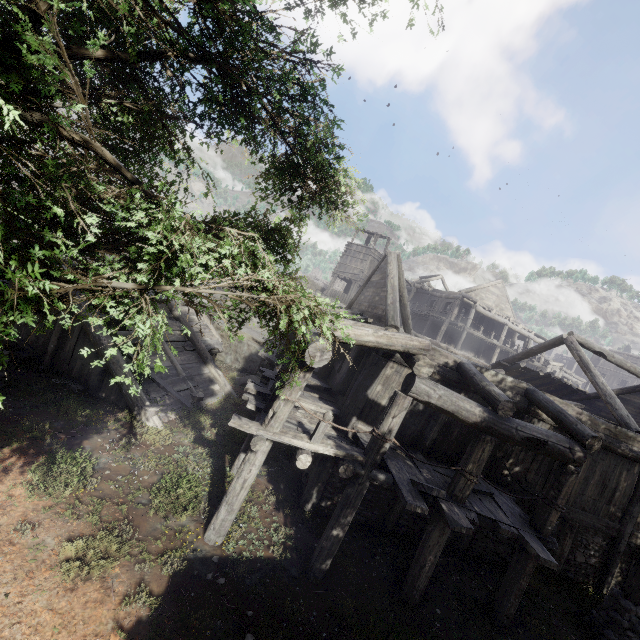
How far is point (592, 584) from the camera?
10.23m

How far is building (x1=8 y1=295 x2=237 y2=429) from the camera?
11.1 meters

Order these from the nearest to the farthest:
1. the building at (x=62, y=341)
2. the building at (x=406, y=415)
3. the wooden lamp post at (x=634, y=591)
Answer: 1. the building at (x=406, y=415)
2. the wooden lamp post at (x=634, y=591)
3. the building at (x=62, y=341)

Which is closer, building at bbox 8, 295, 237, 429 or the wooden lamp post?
the wooden lamp post

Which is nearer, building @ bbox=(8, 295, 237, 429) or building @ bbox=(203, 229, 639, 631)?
building @ bbox=(203, 229, 639, 631)

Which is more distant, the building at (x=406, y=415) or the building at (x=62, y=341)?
the building at (x=62, y=341)

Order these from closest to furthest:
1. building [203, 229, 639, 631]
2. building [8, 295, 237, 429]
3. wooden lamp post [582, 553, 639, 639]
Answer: building [203, 229, 639, 631] < wooden lamp post [582, 553, 639, 639] < building [8, 295, 237, 429]
